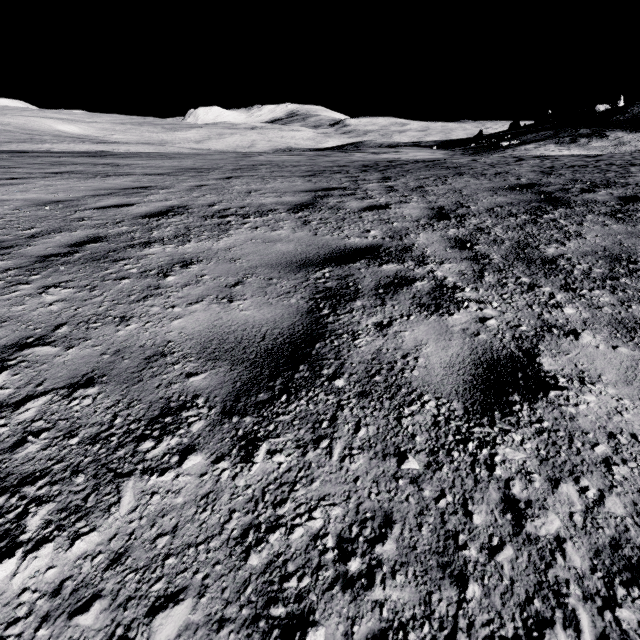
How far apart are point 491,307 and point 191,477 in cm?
215
